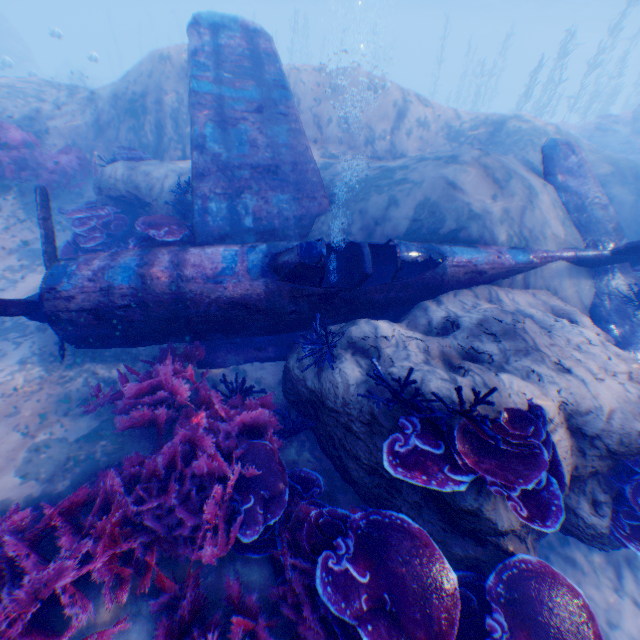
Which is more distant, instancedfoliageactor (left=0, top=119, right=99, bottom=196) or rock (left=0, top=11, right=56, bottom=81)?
rock (left=0, top=11, right=56, bottom=81)

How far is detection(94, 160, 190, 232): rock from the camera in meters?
7.0 m

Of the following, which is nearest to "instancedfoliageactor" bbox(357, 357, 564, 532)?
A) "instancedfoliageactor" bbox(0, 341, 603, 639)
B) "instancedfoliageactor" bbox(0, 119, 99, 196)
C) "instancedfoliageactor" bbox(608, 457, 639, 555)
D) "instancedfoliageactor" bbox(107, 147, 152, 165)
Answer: "instancedfoliageactor" bbox(0, 341, 603, 639)

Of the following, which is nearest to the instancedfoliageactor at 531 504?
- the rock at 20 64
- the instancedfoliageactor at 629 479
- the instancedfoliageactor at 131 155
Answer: the rock at 20 64

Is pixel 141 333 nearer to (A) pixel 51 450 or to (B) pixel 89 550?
(A) pixel 51 450

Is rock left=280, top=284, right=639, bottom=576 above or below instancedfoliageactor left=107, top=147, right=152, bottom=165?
below

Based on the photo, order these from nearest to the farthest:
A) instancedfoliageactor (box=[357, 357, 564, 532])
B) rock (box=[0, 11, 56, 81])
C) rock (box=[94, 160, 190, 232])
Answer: instancedfoliageactor (box=[357, 357, 564, 532]) < rock (box=[94, 160, 190, 232]) < rock (box=[0, 11, 56, 81])

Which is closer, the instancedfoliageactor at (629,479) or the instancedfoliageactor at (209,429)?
the instancedfoliageactor at (209,429)
